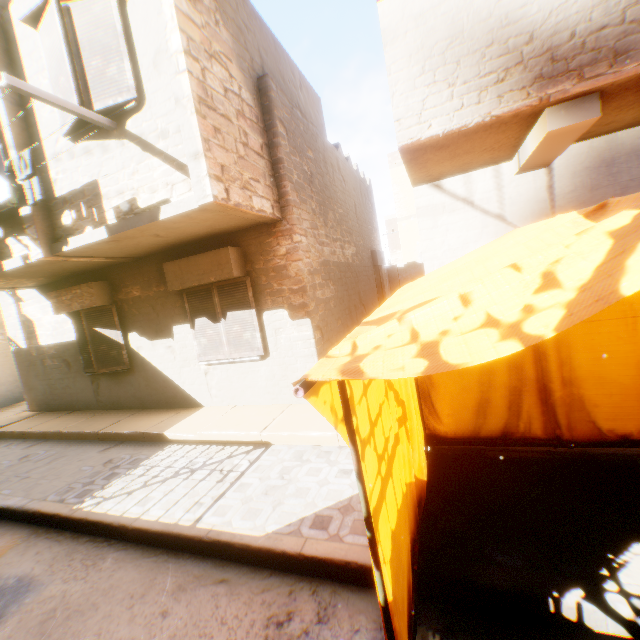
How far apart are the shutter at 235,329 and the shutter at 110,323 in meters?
2.1 m

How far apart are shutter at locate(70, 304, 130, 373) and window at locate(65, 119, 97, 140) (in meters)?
3.55

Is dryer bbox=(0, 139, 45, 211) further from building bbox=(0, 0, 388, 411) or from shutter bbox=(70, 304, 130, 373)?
shutter bbox=(70, 304, 130, 373)

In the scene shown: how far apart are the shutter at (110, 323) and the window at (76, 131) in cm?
355

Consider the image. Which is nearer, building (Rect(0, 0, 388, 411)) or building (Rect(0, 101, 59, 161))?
building (Rect(0, 0, 388, 411))

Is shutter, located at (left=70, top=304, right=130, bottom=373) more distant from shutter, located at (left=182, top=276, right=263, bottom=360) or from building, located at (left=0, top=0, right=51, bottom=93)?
shutter, located at (left=182, top=276, right=263, bottom=360)

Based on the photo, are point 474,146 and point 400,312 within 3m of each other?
yes

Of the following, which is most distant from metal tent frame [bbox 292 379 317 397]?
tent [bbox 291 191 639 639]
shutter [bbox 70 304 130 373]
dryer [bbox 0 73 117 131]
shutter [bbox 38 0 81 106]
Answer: shutter [bbox 70 304 130 373]
